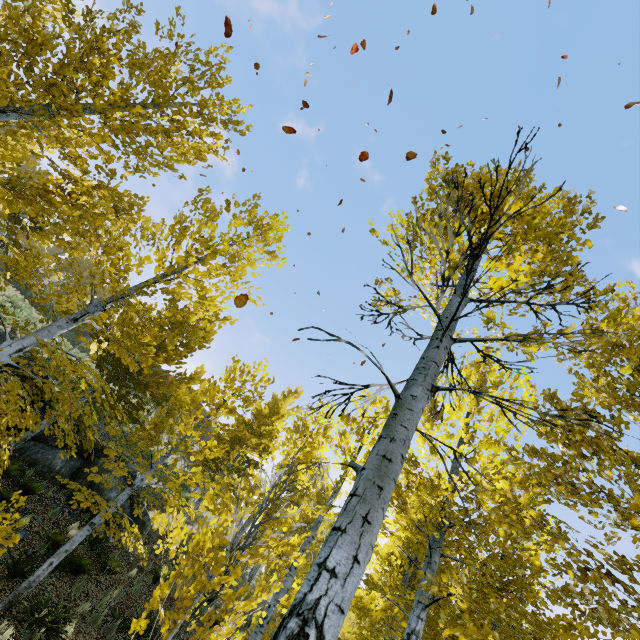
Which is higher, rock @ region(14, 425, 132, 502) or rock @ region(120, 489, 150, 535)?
rock @ region(120, 489, 150, 535)

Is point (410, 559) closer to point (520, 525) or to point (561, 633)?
point (561, 633)

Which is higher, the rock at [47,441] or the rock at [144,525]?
the rock at [144,525]

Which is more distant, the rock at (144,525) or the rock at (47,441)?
the rock at (144,525)

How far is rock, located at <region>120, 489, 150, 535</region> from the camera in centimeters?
1290cm

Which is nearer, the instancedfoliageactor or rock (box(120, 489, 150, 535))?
the instancedfoliageactor

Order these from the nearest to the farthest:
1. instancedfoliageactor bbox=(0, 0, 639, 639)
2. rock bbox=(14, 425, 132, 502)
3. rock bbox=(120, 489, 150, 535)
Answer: instancedfoliageactor bbox=(0, 0, 639, 639) → rock bbox=(14, 425, 132, 502) → rock bbox=(120, 489, 150, 535)
